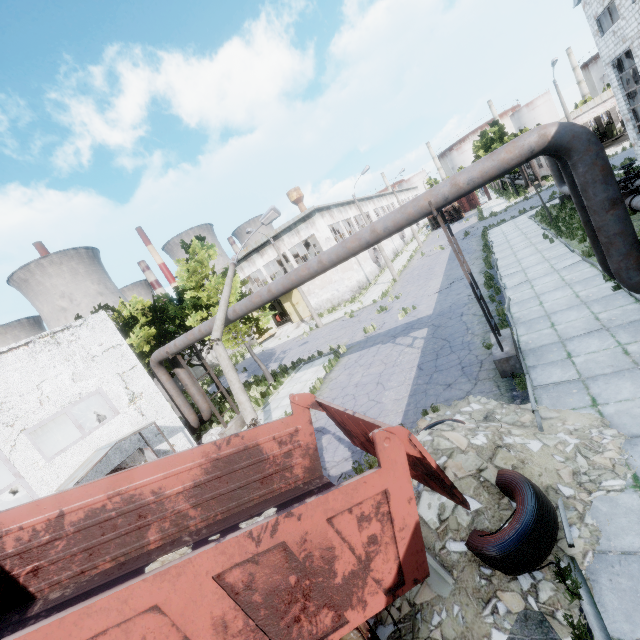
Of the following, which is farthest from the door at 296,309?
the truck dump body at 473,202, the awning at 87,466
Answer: the truck dump body at 473,202

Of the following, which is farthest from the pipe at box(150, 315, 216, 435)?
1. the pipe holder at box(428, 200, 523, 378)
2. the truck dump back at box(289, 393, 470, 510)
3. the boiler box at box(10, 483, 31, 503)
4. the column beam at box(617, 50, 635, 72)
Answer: the column beam at box(617, 50, 635, 72)

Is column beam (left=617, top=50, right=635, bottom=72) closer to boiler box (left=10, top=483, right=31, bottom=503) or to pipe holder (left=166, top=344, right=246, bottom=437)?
pipe holder (left=166, top=344, right=246, bottom=437)

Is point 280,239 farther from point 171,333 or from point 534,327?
point 534,327

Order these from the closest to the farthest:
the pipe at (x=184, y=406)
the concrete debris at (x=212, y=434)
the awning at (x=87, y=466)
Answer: the awning at (x=87, y=466) < the pipe at (x=184, y=406) < the concrete debris at (x=212, y=434)

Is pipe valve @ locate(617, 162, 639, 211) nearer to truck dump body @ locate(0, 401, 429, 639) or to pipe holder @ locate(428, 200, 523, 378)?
pipe holder @ locate(428, 200, 523, 378)

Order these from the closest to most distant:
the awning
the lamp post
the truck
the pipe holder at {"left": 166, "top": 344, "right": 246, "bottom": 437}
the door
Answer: the truck → the awning → the lamp post → the pipe holder at {"left": 166, "top": 344, "right": 246, "bottom": 437} → the door

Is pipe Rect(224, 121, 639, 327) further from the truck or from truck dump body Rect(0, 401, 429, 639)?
the truck
